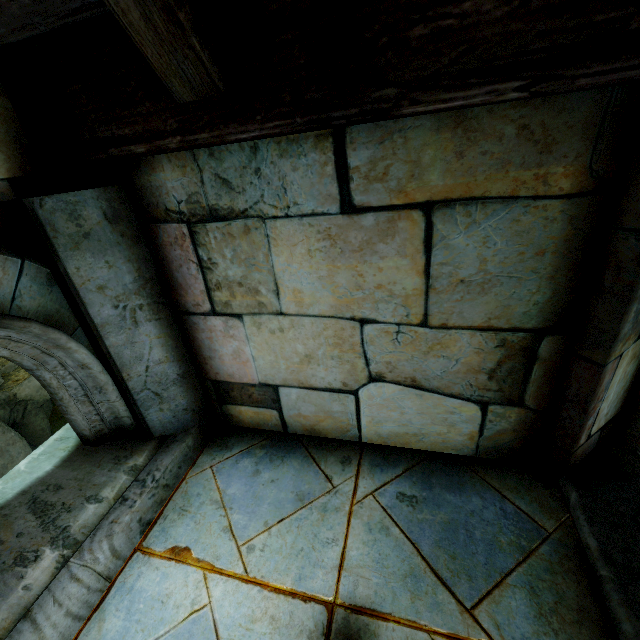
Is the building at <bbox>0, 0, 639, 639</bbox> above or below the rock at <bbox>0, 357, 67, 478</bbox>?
above

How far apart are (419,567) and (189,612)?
0.9 meters

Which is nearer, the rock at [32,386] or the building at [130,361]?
the building at [130,361]

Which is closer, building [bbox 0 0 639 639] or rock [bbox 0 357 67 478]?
building [bbox 0 0 639 639]

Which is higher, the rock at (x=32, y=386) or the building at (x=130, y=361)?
the building at (x=130, y=361)
